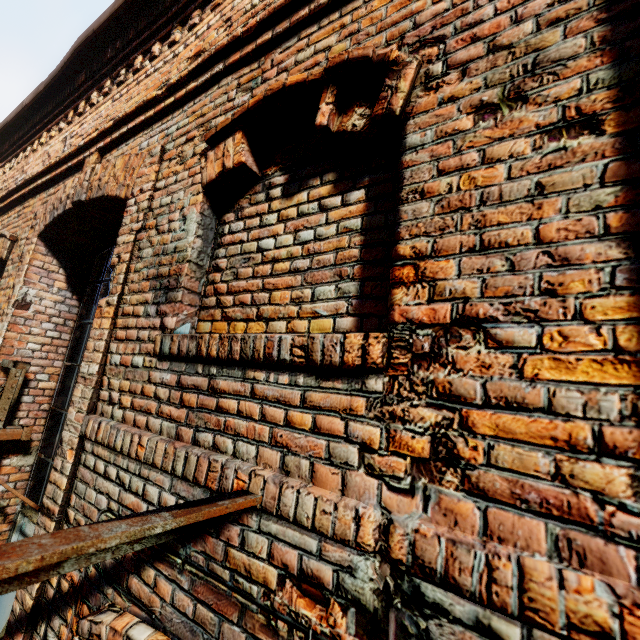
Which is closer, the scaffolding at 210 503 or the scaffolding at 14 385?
the scaffolding at 210 503

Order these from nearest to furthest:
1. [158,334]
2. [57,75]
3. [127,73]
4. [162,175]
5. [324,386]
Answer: [324,386] < [158,334] < [162,175] < [127,73] < [57,75]

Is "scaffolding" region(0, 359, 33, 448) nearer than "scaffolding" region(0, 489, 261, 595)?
No
